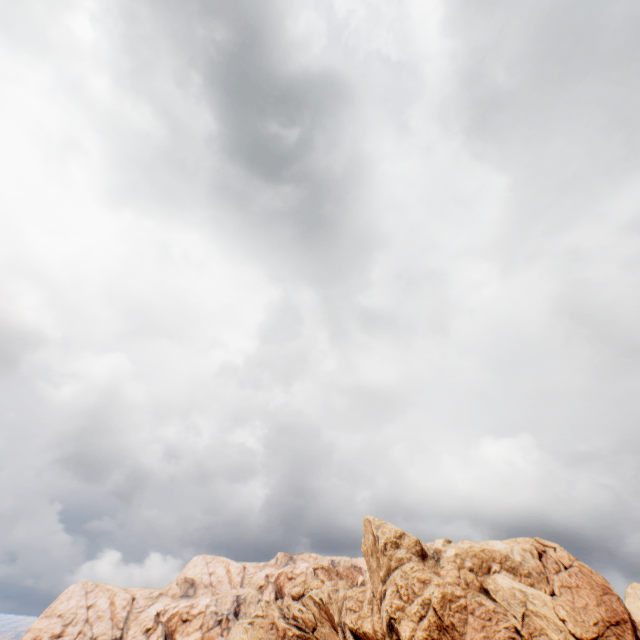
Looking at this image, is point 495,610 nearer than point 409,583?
Yes
